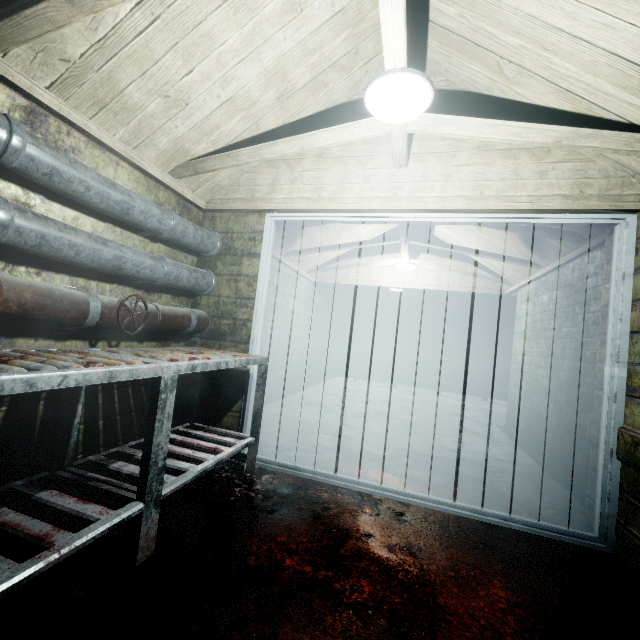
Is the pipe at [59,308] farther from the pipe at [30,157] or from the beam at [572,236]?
the beam at [572,236]

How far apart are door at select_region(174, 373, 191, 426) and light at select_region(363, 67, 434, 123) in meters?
1.0

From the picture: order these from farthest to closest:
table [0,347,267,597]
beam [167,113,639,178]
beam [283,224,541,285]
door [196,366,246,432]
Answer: beam [283,224,541,285] → door [196,366,246,432] → beam [167,113,639,178] → table [0,347,267,597]

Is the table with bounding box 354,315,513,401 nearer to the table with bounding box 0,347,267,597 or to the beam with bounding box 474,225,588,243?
the beam with bounding box 474,225,588,243

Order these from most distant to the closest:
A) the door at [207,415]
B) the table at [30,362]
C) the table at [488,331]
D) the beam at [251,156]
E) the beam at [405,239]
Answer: the table at [488,331]
the beam at [405,239]
the door at [207,415]
the beam at [251,156]
the table at [30,362]

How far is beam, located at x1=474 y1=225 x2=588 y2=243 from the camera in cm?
262

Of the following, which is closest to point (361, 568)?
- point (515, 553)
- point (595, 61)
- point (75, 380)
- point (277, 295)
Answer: point (515, 553)

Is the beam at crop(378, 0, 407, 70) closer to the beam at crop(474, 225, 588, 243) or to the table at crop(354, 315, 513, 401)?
the beam at crop(474, 225, 588, 243)
